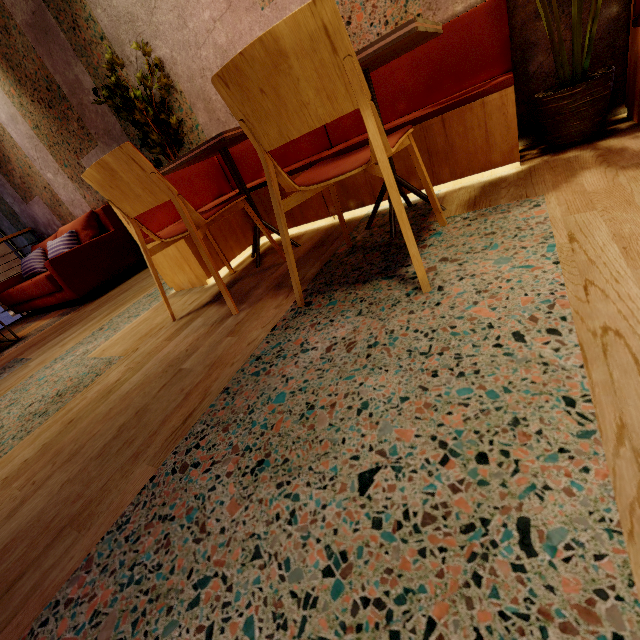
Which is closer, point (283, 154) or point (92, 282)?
point (283, 154)

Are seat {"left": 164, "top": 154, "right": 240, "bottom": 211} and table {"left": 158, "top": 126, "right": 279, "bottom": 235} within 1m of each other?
yes

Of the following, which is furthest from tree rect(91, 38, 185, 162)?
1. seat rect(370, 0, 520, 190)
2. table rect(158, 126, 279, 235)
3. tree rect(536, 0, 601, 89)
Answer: tree rect(536, 0, 601, 89)

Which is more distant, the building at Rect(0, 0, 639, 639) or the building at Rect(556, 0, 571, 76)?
the building at Rect(556, 0, 571, 76)

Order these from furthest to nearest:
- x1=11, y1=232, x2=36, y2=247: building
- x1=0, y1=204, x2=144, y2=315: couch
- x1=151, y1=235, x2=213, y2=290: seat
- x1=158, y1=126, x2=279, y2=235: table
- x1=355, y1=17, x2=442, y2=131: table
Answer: x1=11, y1=232, x2=36, y2=247: building → x1=0, y1=204, x2=144, y2=315: couch → x1=151, y1=235, x2=213, y2=290: seat → x1=158, y1=126, x2=279, y2=235: table → x1=355, y1=17, x2=442, y2=131: table

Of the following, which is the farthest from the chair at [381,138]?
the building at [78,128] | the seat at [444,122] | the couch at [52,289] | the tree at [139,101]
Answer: the couch at [52,289]

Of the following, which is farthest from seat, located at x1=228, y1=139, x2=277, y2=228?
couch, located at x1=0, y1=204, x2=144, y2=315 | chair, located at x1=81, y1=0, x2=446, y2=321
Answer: couch, located at x1=0, y1=204, x2=144, y2=315

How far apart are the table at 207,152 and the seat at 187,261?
0.2m
